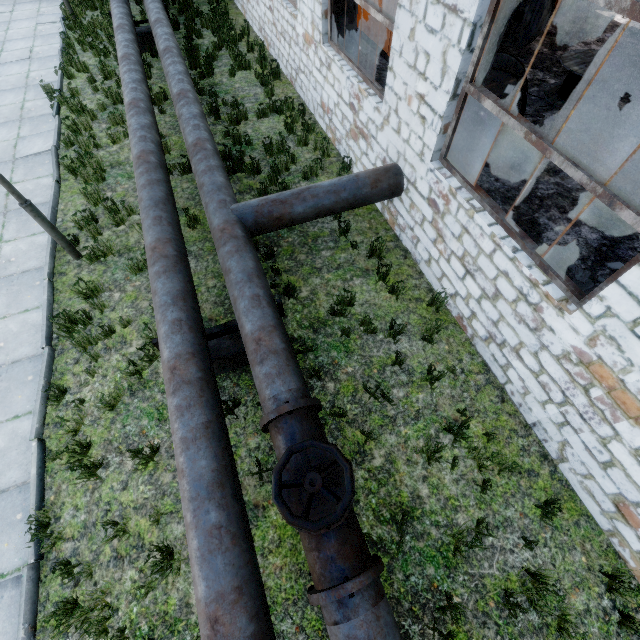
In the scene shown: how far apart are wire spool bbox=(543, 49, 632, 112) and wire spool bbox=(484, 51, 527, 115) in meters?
2.3

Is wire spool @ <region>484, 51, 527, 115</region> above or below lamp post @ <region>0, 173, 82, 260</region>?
above

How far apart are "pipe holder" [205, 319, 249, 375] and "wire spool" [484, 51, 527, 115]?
5.6m

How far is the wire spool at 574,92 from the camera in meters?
7.5 m

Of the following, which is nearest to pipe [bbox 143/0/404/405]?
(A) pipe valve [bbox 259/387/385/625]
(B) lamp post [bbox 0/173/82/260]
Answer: (A) pipe valve [bbox 259/387/385/625]

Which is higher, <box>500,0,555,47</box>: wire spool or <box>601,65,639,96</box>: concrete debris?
<box>500,0,555,47</box>: wire spool

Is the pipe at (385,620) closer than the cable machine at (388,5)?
Yes

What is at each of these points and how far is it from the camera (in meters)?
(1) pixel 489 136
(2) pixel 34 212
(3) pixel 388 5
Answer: (1) wire spool, 6.86
(2) lamp post, 5.30
(3) cable machine, 8.80
